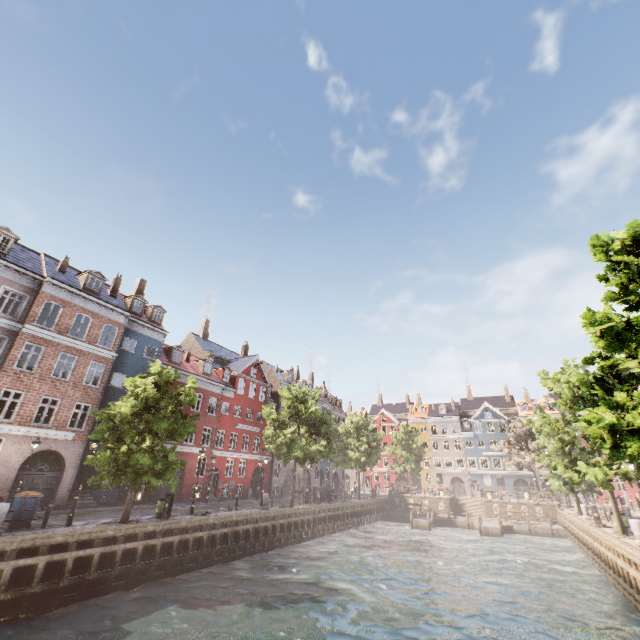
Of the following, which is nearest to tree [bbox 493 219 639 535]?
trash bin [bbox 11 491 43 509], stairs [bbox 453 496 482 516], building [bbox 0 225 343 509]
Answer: trash bin [bbox 11 491 43 509]

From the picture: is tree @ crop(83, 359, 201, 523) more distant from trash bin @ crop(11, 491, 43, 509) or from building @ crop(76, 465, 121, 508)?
building @ crop(76, 465, 121, 508)

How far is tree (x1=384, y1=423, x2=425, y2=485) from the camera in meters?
51.0 m

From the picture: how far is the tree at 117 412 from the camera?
15.5m

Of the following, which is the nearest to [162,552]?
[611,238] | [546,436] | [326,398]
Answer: [611,238]

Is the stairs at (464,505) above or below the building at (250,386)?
below
